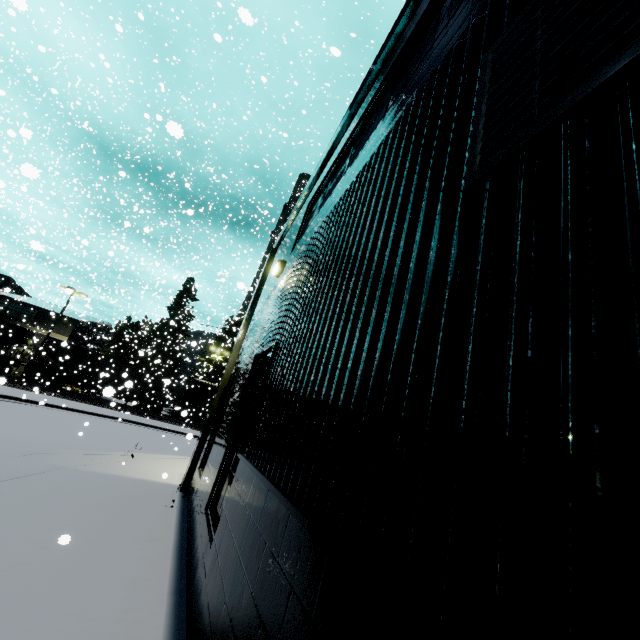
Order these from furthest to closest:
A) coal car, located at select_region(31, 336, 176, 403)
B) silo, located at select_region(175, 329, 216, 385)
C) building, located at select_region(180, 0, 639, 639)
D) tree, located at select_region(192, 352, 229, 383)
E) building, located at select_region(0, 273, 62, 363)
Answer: tree, located at select_region(192, 352, 229, 383)
silo, located at select_region(175, 329, 216, 385)
building, located at select_region(0, 273, 62, 363)
coal car, located at select_region(31, 336, 176, 403)
building, located at select_region(180, 0, 639, 639)

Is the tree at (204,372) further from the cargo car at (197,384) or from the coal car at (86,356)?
the coal car at (86,356)

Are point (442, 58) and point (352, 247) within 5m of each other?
yes

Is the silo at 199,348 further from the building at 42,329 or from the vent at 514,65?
the vent at 514,65

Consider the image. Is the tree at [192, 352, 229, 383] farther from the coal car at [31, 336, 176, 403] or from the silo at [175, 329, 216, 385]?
the coal car at [31, 336, 176, 403]

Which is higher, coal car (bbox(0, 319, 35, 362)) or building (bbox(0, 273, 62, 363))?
building (bbox(0, 273, 62, 363))

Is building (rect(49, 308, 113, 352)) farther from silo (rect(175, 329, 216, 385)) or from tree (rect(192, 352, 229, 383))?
tree (rect(192, 352, 229, 383))

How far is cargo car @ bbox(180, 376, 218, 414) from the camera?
36.26m
